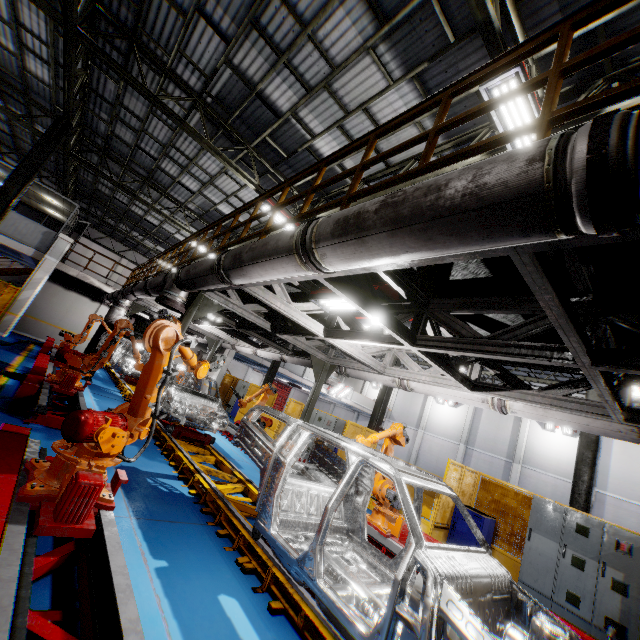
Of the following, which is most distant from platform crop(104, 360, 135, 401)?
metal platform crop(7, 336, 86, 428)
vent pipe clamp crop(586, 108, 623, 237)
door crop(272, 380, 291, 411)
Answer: door crop(272, 380, 291, 411)

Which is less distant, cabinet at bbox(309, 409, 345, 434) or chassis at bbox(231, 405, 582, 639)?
chassis at bbox(231, 405, 582, 639)

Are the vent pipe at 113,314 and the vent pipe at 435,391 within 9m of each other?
yes

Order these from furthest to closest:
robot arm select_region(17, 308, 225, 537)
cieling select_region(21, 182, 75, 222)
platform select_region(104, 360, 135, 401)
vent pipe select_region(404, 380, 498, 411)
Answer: cieling select_region(21, 182, 75, 222) < platform select_region(104, 360, 135, 401) < vent pipe select_region(404, 380, 498, 411) < robot arm select_region(17, 308, 225, 537)

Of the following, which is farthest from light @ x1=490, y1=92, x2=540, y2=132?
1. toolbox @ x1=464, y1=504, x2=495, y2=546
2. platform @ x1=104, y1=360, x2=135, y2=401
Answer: toolbox @ x1=464, y1=504, x2=495, y2=546

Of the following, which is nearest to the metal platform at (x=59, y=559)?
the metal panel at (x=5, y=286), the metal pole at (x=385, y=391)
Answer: the metal panel at (x=5, y=286)

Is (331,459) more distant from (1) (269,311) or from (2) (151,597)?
(1) (269,311)

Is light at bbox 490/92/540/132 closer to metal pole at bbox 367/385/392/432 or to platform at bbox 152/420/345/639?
platform at bbox 152/420/345/639
